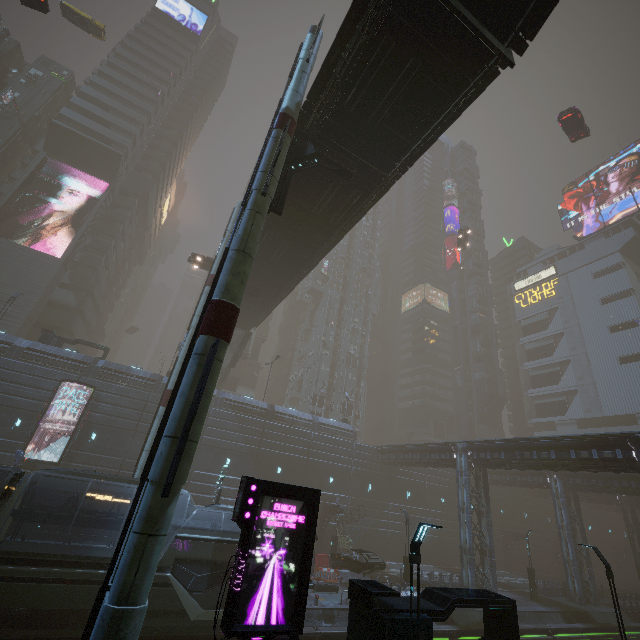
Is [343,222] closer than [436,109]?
No

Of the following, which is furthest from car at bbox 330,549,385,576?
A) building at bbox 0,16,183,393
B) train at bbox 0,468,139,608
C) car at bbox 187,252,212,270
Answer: car at bbox 187,252,212,270

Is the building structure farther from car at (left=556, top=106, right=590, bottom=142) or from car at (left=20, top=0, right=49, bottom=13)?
car at (left=556, top=106, right=590, bottom=142)

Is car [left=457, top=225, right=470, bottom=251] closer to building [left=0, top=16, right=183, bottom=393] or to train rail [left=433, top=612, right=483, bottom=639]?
building [left=0, top=16, right=183, bottom=393]

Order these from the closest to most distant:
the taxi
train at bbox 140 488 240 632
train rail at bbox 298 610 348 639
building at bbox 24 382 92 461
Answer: train at bbox 140 488 240 632, train rail at bbox 298 610 348 639, building at bbox 24 382 92 461, the taxi

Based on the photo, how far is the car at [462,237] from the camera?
48.8 meters

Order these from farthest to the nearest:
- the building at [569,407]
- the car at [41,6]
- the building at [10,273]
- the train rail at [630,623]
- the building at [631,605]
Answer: the building at [569,407] < the building at [10,273] < the building at [631,605] < the train rail at [630,623] < the car at [41,6]

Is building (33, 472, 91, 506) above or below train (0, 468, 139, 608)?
above
